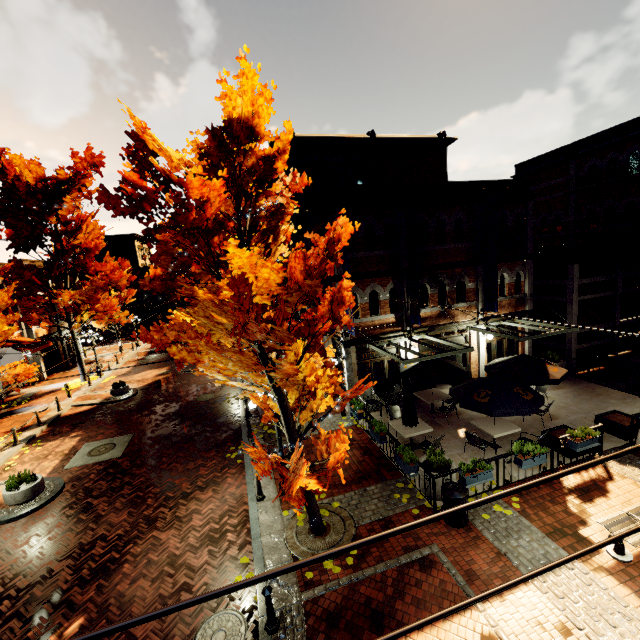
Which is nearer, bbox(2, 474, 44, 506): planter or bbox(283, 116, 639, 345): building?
bbox(2, 474, 44, 506): planter

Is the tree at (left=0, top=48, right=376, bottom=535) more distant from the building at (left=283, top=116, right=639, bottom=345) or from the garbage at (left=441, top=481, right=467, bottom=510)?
the garbage at (left=441, top=481, right=467, bottom=510)

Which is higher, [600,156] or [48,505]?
[600,156]

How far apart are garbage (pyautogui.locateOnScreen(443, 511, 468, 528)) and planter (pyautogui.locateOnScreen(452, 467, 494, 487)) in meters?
0.2 m

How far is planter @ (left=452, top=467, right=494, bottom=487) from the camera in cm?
832

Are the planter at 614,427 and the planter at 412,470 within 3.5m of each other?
no

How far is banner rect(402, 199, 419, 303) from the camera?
13.0 meters

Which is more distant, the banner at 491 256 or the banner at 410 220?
the banner at 491 256
